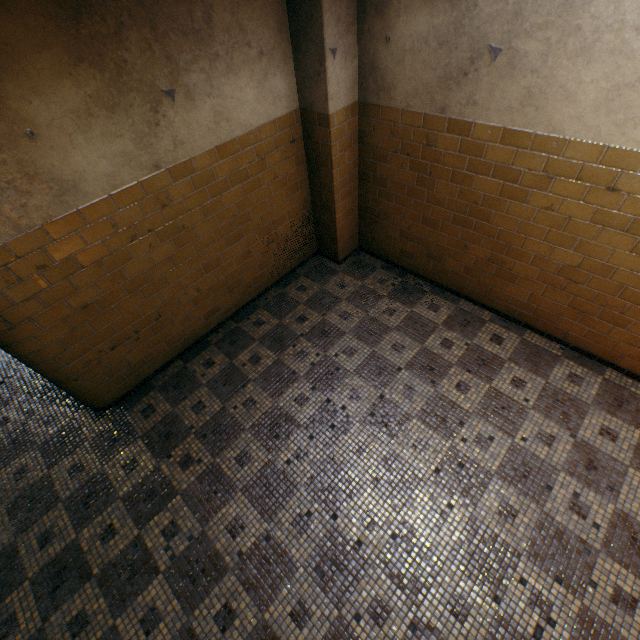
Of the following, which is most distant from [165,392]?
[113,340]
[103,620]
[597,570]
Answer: [597,570]
